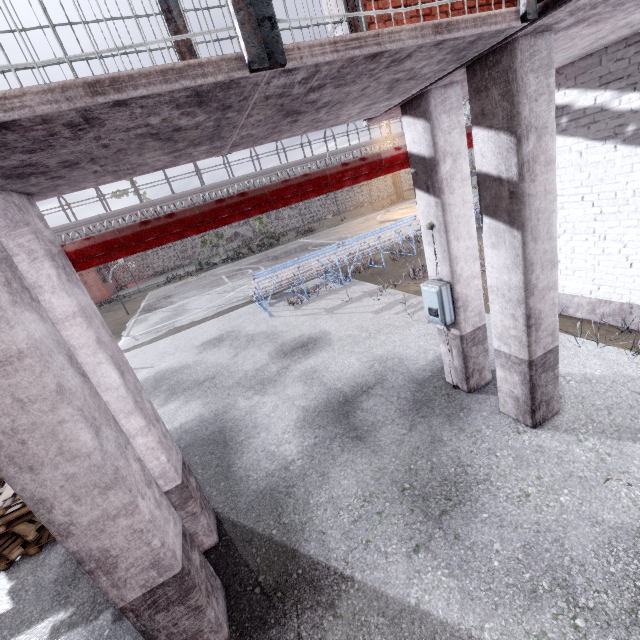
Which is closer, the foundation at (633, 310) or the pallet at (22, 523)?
the pallet at (22, 523)

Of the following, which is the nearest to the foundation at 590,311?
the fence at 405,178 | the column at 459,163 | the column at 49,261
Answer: the fence at 405,178

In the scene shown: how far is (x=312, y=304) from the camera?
10.9 meters

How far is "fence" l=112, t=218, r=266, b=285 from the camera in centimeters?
3512cm

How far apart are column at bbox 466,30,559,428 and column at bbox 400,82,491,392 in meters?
0.5 m

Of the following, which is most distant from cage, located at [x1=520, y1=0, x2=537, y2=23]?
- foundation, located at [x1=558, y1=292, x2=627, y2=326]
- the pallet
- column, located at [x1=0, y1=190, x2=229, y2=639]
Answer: foundation, located at [x1=558, y1=292, x2=627, y2=326]

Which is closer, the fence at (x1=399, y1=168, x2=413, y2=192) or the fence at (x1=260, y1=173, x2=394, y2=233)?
the fence at (x1=399, y1=168, x2=413, y2=192)

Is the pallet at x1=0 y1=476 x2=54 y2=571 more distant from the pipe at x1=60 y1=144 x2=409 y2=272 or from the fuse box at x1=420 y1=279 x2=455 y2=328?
the fuse box at x1=420 y1=279 x2=455 y2=328
